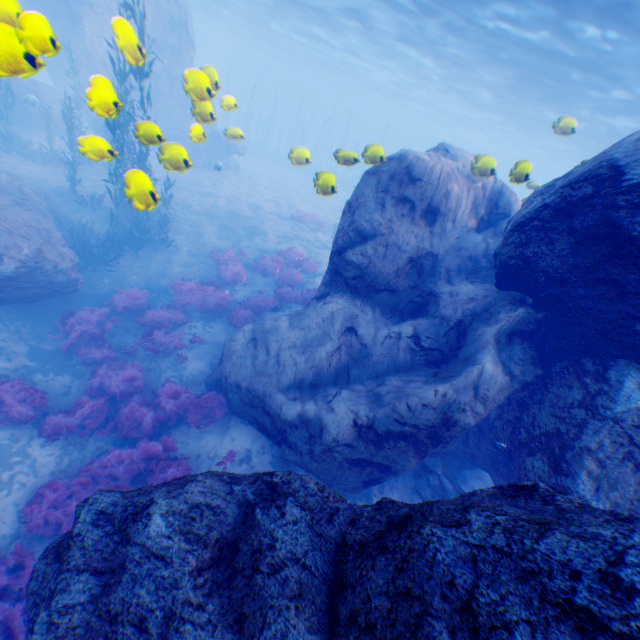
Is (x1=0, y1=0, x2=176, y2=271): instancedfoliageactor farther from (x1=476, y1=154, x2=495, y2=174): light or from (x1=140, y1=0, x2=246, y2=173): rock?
(x1=476, y1=154, x2=495, y2=174): light

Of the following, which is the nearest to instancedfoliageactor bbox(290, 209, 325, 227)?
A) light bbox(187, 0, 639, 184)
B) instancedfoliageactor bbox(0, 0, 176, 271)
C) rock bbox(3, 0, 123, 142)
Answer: rock bbox(3, 0, 123, 142)

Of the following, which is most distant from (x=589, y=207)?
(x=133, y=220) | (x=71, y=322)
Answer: (x=133, y=220)

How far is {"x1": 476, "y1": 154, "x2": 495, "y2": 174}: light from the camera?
7.63m

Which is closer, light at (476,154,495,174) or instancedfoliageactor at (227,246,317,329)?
light at (476,154,495,174)

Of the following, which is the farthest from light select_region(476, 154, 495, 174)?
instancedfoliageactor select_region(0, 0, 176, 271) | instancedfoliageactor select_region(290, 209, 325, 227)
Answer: instancedfoliageactor select_region(290, 209, 325, 227)

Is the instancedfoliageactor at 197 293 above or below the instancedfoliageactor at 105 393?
above

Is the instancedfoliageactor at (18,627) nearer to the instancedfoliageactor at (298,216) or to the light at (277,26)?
the light at (277,26)
